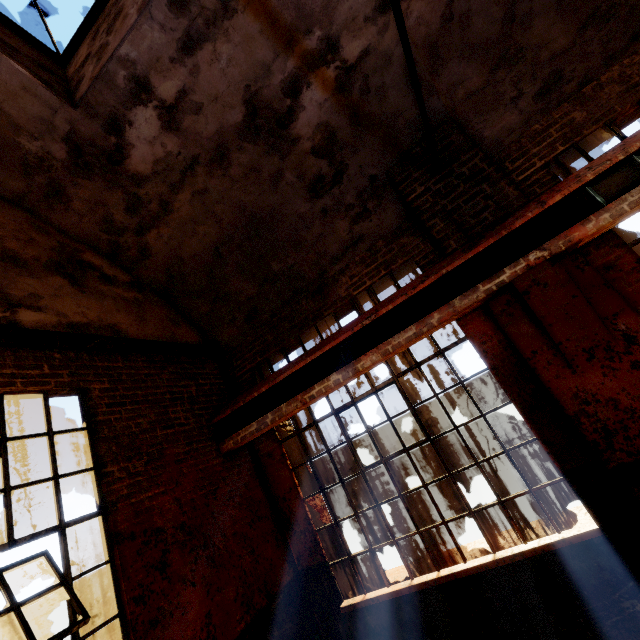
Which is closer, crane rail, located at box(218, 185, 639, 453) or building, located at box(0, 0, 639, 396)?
crane rail, located at box(218, 185, 639, 453)

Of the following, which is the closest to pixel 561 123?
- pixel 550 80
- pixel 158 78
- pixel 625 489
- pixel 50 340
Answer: pixel 550 80

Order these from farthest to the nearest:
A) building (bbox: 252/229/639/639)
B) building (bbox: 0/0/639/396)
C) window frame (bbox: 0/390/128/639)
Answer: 1. building (bbox: 0/0/639/396)
2. building (bbox: 252/229/639/639)
3. window frame (bbox: 0/390/128/639)

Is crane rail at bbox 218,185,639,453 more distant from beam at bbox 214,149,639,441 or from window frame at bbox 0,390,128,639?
window frame at bbox 0,390,128,639

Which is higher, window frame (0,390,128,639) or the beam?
the beam

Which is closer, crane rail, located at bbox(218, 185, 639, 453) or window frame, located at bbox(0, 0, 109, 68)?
crane rail, located at bbox(218, 185, 639, 453)

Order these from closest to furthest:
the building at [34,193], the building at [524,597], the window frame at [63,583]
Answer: the window frame at [63,583] → the building at [524,597] → the building at [34,193]

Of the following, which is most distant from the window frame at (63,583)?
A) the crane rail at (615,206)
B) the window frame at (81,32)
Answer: the window frame at (81,32)
